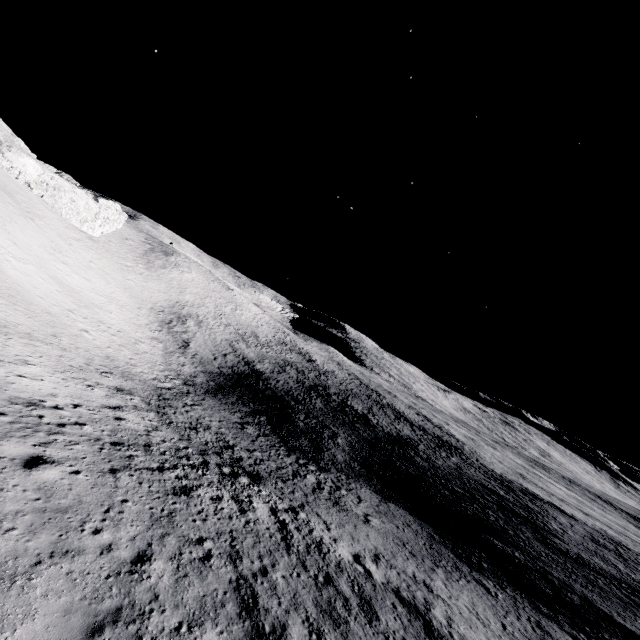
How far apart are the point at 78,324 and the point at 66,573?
36.8m
